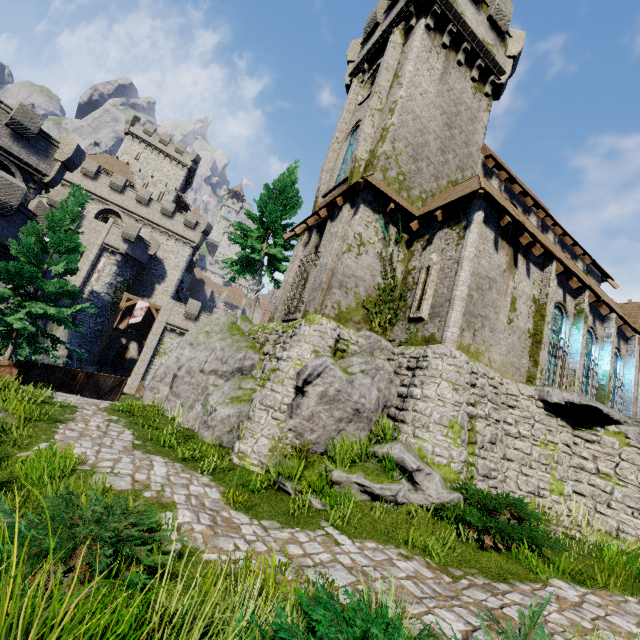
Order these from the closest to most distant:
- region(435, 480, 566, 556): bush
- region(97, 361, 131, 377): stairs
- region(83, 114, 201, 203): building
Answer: region(435, 480, 566, 556): bush < region(97, 361, 131, 377): stairs < region(83, 114, 201, 203): building

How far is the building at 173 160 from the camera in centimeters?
4947cm

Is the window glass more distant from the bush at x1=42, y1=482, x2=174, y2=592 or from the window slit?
the bush at x1=42, y1=482, x2=174, y2=592

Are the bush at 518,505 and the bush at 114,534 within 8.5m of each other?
yes

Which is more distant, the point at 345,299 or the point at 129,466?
the point at 345,299

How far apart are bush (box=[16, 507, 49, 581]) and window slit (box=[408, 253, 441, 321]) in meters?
9.7

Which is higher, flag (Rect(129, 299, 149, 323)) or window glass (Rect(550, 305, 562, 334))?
window glass (Rect(550, 305, 562, 334))

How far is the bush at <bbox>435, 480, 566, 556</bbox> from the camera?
6.0m
